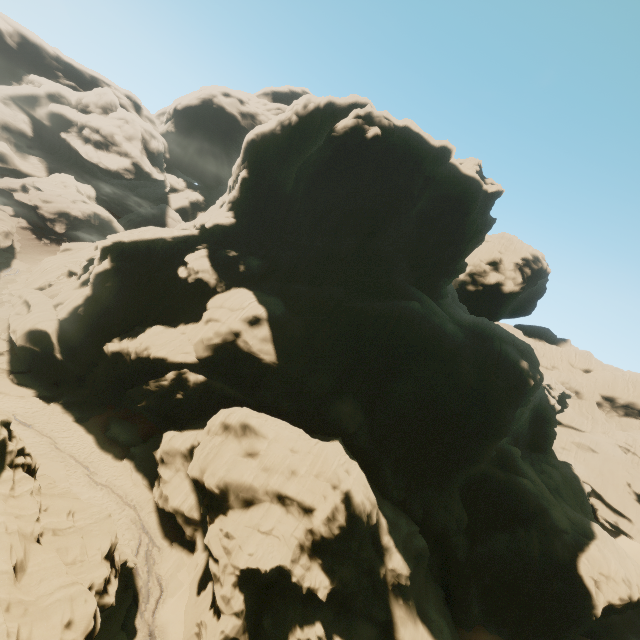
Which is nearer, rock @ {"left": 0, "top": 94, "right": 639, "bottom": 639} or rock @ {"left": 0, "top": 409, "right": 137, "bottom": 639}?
rock @ {"left": 0, "top": 409, "right": 137, "bottom": 639}

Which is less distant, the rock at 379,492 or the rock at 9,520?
the rock at 9,520

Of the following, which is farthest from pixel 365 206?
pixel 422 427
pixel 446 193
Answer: pixel 422 427
